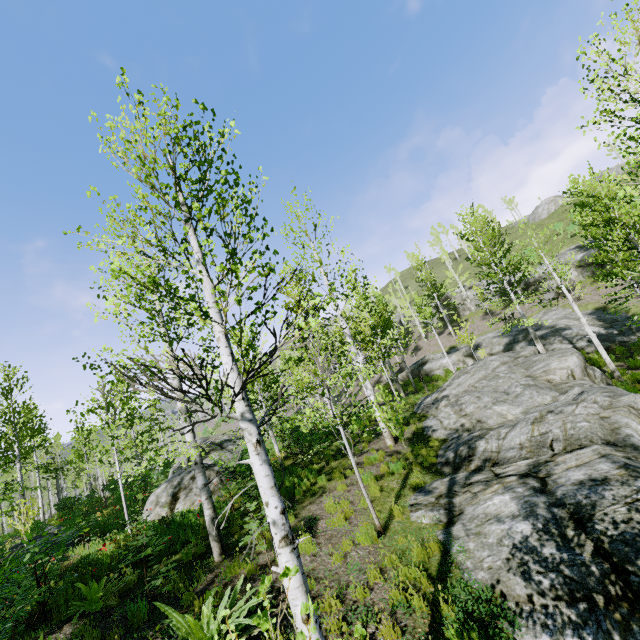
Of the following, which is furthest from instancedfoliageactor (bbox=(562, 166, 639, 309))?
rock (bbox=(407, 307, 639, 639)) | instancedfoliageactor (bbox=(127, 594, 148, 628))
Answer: instancedfoliageactor (bbox=(127, 594, 148, 628))

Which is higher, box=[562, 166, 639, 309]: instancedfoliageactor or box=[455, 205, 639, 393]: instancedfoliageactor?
box=[562, 166, 639, 309]: instancedfoliageactor

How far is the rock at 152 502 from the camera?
11.62m

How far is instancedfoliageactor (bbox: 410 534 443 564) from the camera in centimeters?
600cm

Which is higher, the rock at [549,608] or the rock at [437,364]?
the rock at [437,364]

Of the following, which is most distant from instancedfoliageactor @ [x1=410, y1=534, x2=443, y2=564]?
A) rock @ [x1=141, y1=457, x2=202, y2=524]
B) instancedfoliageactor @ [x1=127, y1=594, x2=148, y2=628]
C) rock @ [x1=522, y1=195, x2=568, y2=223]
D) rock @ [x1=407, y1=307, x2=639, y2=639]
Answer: rock @ [x1=522, y1=195, x2=568, y2=223]

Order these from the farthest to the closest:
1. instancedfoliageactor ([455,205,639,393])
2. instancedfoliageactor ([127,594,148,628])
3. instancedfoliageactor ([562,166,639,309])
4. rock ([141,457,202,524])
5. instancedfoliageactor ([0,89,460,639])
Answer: instancedfoliageactor ([455,205,639,393]), rock ([141,457,202,524]), instancedfoliageactor ([562,166,639,309]), instancedfoliageactor ([127,594,148,628]), instancedfoliageactor ([0,89,460,639])

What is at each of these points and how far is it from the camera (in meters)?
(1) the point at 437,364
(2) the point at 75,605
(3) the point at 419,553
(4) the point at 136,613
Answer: (1) rock, 31.86
(2) instancedfoliageactor, 6.86
(3) instancedfoliageactor, 6.11
(4) instancedfoliageactor, 5.89
